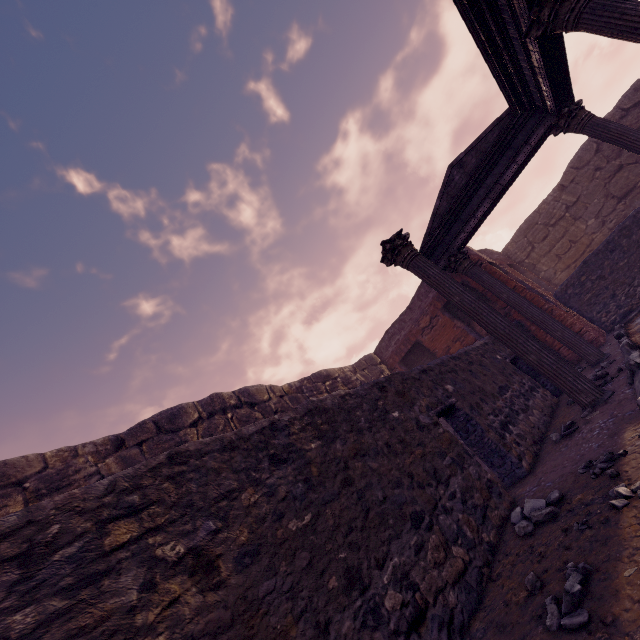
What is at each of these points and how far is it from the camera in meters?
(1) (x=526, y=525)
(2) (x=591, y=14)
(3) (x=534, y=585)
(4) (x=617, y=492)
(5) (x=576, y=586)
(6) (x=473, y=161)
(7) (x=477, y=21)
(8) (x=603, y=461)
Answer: (1) stone, 2.3 m
(2) column, 3.8 m
(3) stone, 1.8 m
(4) stone, 2.0 m
(5) stone, 1.5 m
(6) pediment, 7.8 m
(7) entablature, 4.5 m
(8) stone, 2.5 m

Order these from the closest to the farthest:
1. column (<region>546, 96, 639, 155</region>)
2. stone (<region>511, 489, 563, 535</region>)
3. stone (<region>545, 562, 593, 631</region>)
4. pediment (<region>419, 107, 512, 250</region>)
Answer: stone (<region>545, 562, 593, 631</region>)
stone (<region>511, 489, 563, 535</region>)
column (<region>546, 96, 639, 155</region>)
pediment (<region>419, 107, 512, 250</region>)

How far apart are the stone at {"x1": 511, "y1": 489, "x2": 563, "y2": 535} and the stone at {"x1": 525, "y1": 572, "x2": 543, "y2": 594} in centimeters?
70cm

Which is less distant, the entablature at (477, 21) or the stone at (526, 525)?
the stone at (526, 525)

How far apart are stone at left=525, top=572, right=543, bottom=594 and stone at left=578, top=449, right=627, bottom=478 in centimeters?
107cm

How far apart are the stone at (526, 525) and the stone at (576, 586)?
0.70m

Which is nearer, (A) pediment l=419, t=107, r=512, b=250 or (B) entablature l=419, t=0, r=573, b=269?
(B) entablature l=419, t=0, r=573, b=269
